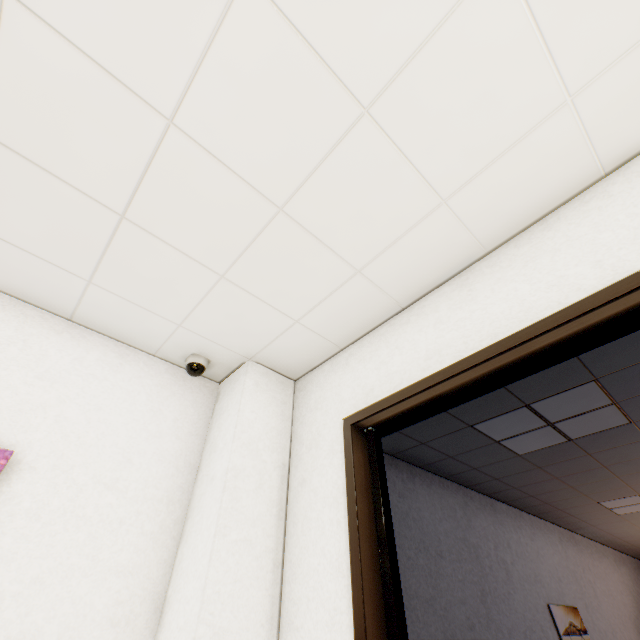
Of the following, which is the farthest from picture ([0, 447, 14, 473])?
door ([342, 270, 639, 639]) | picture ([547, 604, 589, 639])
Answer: picture ([547, 604, 589, 639])

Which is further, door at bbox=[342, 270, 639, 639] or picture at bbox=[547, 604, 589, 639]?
picture at bbox=[547, 604, 589, 639]

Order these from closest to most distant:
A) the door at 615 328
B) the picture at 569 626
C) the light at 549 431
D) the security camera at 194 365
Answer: the door at 615 328, the security camera at 194 365, the light at 549 431, the picture at 569 626

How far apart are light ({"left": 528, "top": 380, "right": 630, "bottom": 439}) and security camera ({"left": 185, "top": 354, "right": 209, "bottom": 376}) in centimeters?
232cm

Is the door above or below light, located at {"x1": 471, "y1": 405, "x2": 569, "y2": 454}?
below

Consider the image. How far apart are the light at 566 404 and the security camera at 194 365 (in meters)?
2.32

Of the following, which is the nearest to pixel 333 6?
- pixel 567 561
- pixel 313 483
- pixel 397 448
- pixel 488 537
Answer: pixel 313 483

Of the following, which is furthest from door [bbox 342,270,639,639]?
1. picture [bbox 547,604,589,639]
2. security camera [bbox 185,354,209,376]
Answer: picture [bbox 547,604,589,639]
